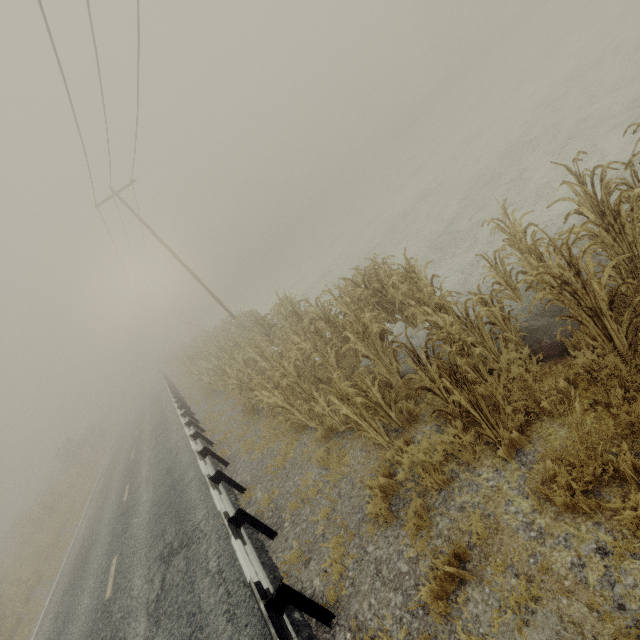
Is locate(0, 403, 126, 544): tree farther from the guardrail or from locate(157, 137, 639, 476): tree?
locate(157, 137, 639, 476): tree

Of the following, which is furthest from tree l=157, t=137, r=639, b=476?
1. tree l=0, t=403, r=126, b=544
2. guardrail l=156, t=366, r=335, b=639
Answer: tree l=0, t=403, r=126, b=544

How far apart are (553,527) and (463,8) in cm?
6737

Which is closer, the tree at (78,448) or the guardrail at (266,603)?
the guardrail at (266,603)

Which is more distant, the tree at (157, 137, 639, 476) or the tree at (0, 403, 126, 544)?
the tree at (0, 403, 126, 544)

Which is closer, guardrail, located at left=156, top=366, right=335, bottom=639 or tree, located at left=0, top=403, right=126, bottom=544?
guardrail, located at left=156, top=366, right=335, bottom=639

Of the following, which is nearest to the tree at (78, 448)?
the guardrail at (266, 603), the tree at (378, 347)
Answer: the guardrail at (266, 603)
